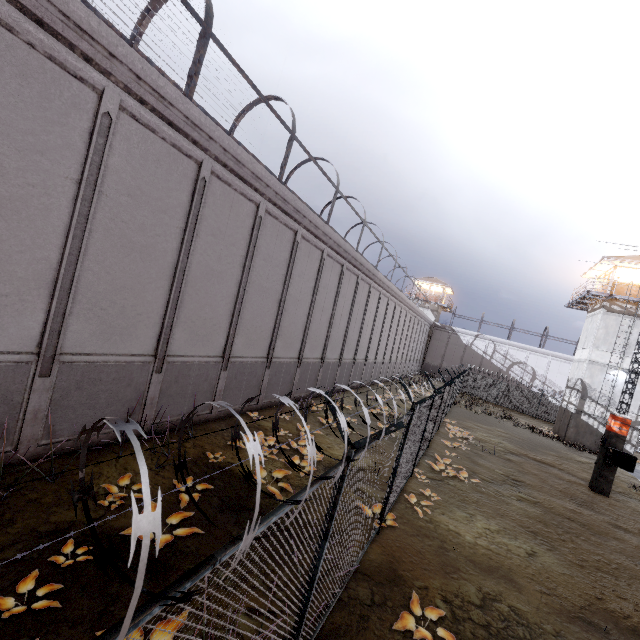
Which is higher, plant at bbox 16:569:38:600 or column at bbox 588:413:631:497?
column at bbox 588:413:631:497

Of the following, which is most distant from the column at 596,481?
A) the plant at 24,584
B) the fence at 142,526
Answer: the plant at 24,584

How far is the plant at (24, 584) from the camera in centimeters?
392cm

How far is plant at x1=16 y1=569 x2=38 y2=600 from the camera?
3.9m

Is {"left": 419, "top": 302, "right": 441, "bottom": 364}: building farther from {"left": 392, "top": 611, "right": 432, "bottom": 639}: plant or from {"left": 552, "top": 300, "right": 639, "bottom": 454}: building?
{"left": 392, "top": 611, "right": 432, "bottom": 639}: plant

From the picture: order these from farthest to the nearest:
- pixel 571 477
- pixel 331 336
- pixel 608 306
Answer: pixel 608 306 → pixel 331 336 → pixel 571 477

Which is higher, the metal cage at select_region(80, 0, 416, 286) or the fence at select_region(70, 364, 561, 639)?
the metal cage at select_region(80, 0, 416, 286)

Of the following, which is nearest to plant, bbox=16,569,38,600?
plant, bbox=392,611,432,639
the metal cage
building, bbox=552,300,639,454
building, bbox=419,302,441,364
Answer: plant, bbox=392,611,432,639
